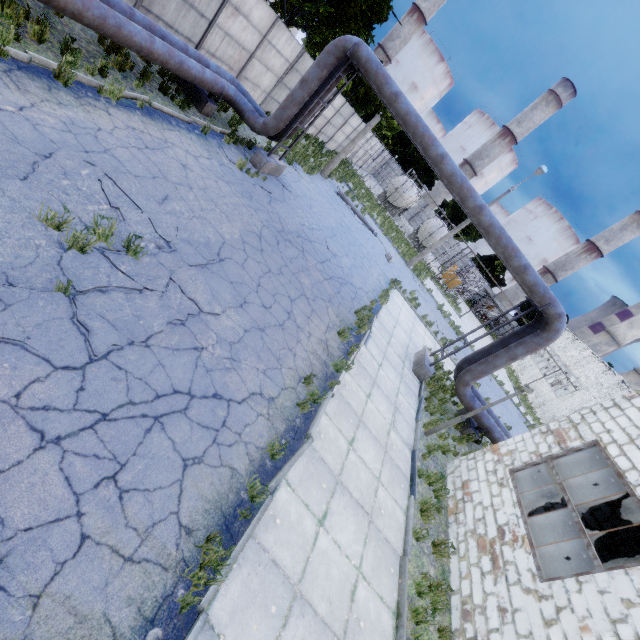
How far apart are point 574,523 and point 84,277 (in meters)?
13.14

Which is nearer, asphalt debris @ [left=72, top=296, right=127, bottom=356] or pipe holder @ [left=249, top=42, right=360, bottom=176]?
asphalt debris @ [left=72, top=296, right=127, bottom=356]

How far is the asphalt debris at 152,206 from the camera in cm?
471

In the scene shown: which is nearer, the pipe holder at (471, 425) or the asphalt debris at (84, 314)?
the asphalt debris at (84, 314)

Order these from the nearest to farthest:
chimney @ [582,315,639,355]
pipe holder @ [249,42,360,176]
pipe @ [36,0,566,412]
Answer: pipe @ [36,0,566,412] → pipe holder @ [249,42,360,176] → chimney @ [582,315,639,355]

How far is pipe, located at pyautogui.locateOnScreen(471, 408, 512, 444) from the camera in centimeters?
1232cm

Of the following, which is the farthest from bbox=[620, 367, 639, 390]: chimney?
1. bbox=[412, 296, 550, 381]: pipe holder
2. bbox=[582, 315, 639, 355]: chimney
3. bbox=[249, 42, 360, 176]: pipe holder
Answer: bbox=[249, 42, 360, 176]: pipe holder

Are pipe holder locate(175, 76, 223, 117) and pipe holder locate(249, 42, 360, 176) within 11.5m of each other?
yes
